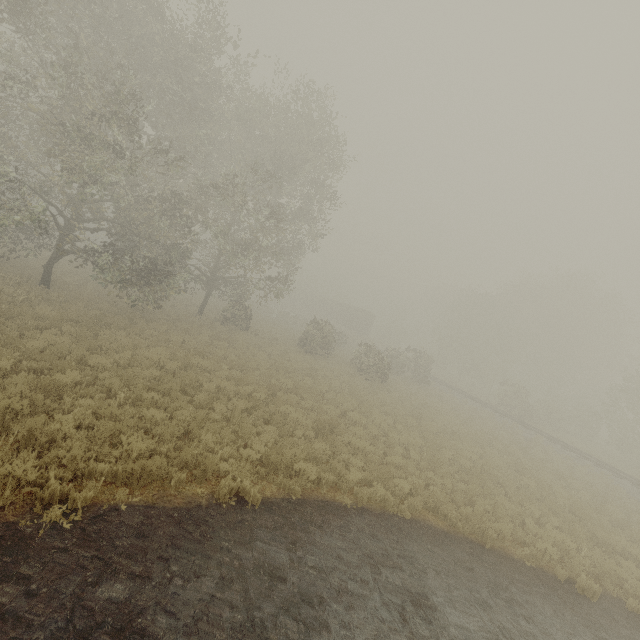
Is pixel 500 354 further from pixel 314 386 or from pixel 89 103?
pixel 89 103

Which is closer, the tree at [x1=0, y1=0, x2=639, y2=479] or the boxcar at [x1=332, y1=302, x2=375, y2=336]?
the tree at [x1=0, y1=0, x2=639, y2=479]

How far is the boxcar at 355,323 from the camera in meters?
52.3

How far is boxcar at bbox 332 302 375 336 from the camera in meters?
52.3

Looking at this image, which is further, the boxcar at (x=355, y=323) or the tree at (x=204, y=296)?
the boxcar at (x=355, y=323)
